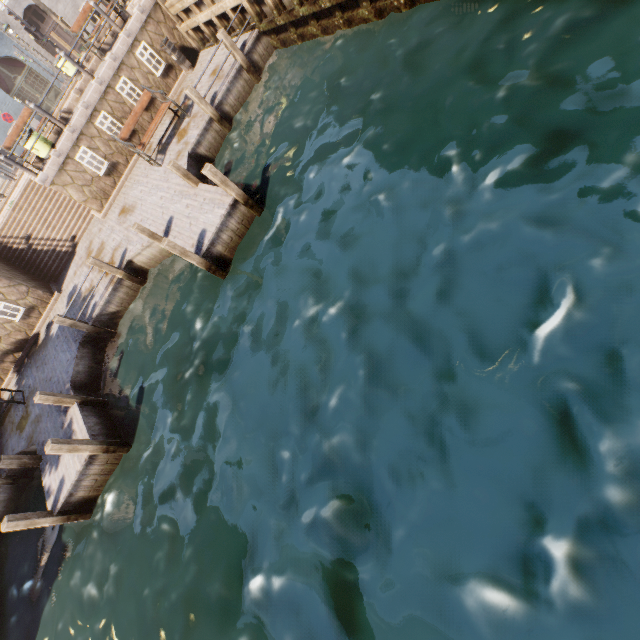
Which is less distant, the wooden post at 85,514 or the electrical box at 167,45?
the wooden post at 85,514

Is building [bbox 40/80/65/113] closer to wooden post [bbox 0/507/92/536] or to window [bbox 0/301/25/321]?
window [bbox 0/301/25/321]

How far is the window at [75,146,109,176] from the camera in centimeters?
1186cm

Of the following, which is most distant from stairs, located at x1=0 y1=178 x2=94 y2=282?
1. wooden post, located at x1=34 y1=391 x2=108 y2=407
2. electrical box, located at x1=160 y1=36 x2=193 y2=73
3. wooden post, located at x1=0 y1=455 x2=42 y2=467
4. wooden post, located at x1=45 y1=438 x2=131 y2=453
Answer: wooden post, located at x1=45 y1=438 x2=131 y2=453

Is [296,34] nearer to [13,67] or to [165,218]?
[165,218]

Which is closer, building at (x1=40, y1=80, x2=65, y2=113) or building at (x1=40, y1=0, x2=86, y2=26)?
building at (x1=40, y1=0, x2=86, y2=26)

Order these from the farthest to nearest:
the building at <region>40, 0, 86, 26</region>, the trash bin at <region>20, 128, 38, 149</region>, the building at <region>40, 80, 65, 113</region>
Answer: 1. the building at <region>40, 80, 65, 113</region>
2. the building at <region>40, 0, 86, 26</region>
3. the trash bin at <region>20, 128, 38, 149</region>

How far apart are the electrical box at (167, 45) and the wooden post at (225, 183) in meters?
8.7 m
